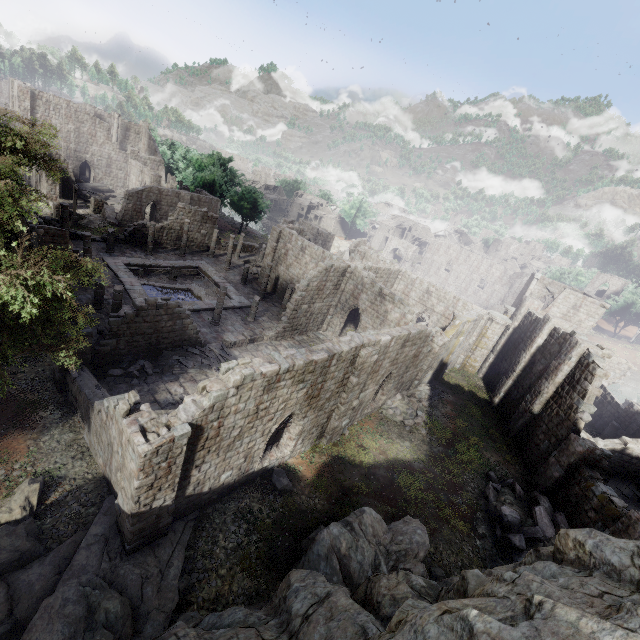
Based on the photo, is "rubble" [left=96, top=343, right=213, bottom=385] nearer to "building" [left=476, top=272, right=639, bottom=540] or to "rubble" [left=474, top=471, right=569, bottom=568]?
"building" [left=476, top=272, right=639, bottom=540]

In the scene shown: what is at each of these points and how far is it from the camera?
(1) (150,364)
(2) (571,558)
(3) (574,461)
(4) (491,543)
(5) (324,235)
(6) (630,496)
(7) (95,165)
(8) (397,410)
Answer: (1) rubble, 18.3m
(2) rock, 7.1m
(3) building, 17.1m
(4) rubble, 14.7m
(5) stone arch, 53.9m
(6) wooden plank rubble, 20.2m
(7) building, 53.7m
(8) rubble, 21.7m

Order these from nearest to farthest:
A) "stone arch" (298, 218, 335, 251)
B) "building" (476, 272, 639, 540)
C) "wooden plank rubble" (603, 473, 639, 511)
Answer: "building" (476, 272, 639, 540) < "wooden plank rubble" (603, 473, 639, 511) < "stone arch" (298, 218, 335, 251)

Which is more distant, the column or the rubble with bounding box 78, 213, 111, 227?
the rubble with bounding box 78, 213, 111, 227

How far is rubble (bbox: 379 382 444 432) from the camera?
21.3m

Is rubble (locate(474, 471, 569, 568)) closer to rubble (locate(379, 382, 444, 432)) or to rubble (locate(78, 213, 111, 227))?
rubble (locate(379, 382, 444, 432))

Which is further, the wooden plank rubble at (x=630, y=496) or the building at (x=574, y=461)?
the wooden plank rubble at (x=630, y=496)

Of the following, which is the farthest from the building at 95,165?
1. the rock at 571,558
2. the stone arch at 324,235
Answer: the stone arch at 324,235
